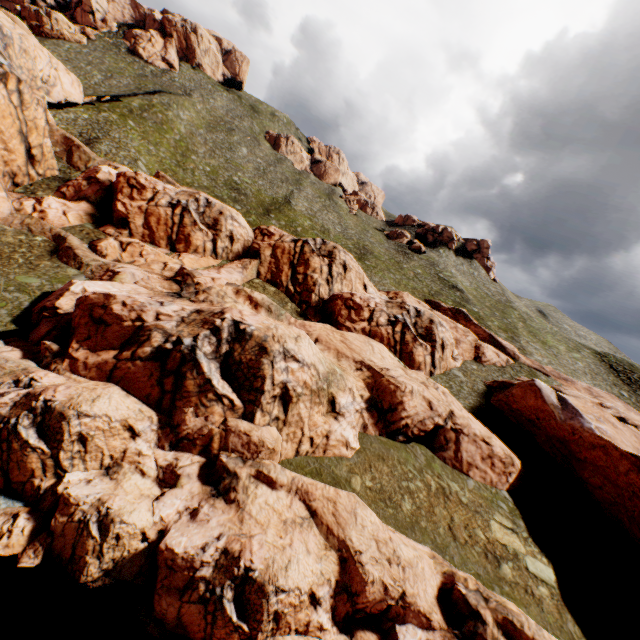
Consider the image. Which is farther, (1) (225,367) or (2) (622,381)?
(2) (622,381)
